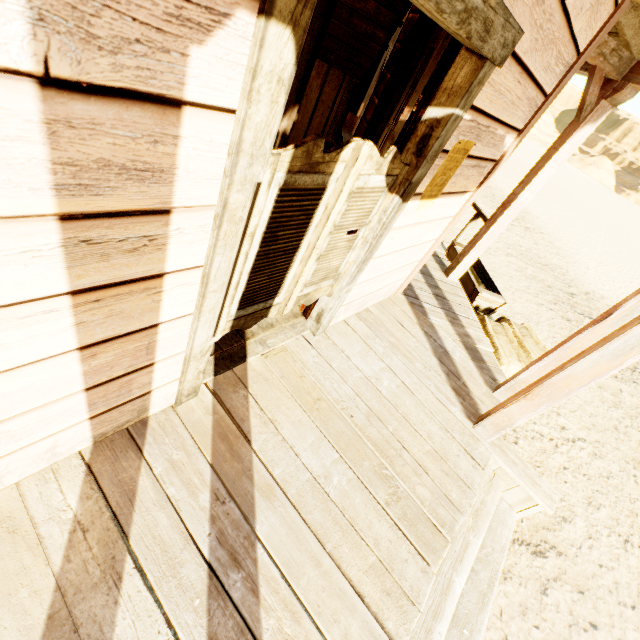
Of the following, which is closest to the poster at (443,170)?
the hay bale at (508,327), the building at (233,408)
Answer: the building at (233,408)

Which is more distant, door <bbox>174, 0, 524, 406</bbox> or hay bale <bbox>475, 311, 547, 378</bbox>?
hay bale <bbox>475, 311, 547, 378</bbox>

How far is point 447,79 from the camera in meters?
1.6 m

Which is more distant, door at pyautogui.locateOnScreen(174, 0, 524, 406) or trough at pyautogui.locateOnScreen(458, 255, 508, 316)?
trough at pyautogui.locateOnScreen(458, 255, 508, 316)

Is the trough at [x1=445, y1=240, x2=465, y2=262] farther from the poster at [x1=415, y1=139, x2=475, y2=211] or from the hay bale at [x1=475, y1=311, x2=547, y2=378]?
the poster at [x1=415, y1=139, x2=475, y2=211]

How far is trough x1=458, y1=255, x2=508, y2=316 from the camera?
5.0m

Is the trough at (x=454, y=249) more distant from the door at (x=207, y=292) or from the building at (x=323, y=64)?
the door at (x=207, y=292)

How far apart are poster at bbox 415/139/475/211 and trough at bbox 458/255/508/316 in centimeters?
287cm
